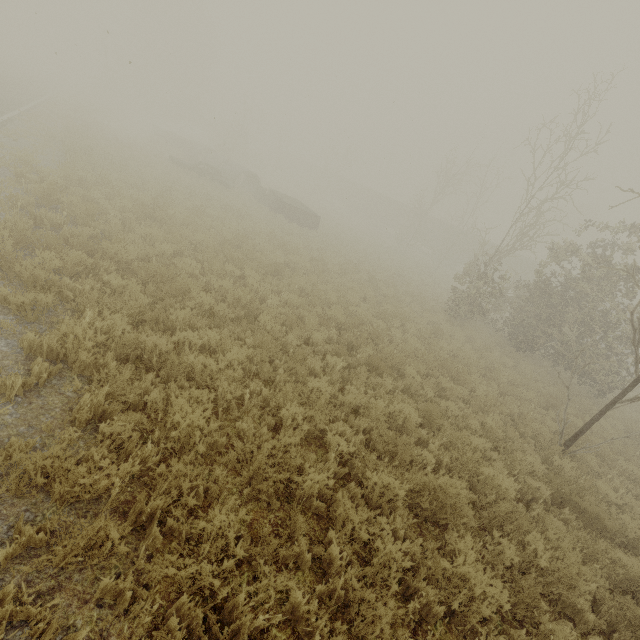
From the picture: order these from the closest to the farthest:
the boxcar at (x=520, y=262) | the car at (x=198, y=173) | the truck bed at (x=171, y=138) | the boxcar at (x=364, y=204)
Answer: the car at (x=198, y=173) < the truck bed at (x=171, y=138) < the boxcar at (x=520, y=262) < the boxcar at (x=364, y=204)

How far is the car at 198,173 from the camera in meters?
21.7 m

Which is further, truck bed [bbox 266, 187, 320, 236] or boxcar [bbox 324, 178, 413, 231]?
boxcar [bbox 324, 178, 413, 231]

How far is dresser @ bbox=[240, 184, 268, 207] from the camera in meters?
24.5 m

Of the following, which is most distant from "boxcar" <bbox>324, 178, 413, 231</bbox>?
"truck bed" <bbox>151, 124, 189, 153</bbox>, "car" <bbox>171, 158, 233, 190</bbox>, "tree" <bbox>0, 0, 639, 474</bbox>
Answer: "car" <bbox>171, 158, 233, 190</bbox>

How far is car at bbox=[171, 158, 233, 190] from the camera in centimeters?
2172cm

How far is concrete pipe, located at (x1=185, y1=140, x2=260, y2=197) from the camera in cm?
2644

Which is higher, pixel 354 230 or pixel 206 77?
pixel 206 77
